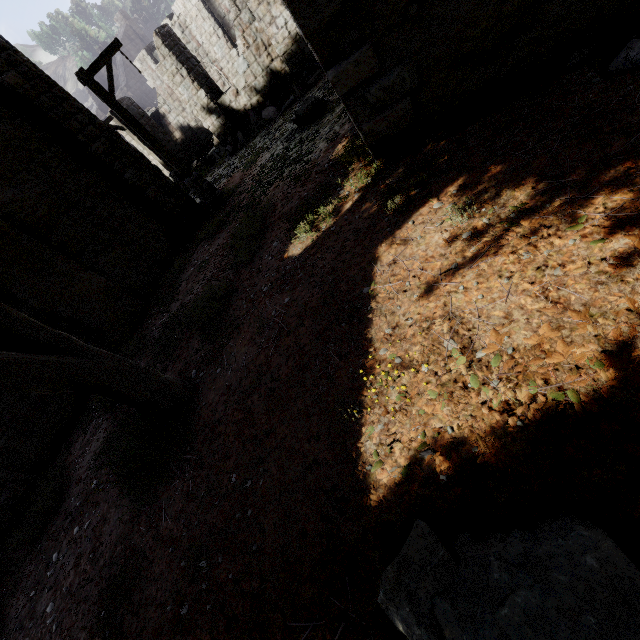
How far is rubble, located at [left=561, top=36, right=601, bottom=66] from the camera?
3.85m

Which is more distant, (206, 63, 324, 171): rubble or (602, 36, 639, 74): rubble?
(206, 63, 324, 171): rubble

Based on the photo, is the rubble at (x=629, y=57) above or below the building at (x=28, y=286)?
below

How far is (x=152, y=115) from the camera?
21.6 meters

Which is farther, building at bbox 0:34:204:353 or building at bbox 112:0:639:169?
building at bbox 0:34:204:353

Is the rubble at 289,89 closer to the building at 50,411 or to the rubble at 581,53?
the building at 50,411

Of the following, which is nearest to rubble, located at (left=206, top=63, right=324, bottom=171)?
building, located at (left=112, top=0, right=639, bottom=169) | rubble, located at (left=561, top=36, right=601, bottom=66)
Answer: building, located at (left=112, top=0, right=639, bottom=169)
